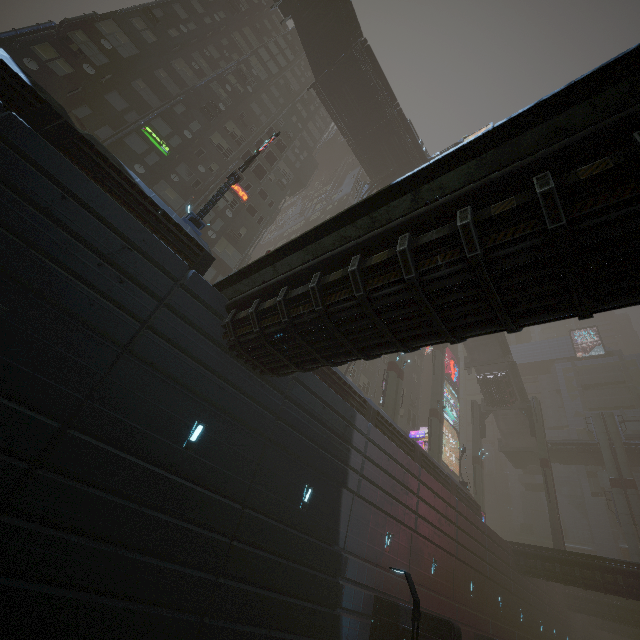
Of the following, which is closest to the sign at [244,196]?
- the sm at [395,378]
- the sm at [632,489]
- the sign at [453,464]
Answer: the sm at [395,378]

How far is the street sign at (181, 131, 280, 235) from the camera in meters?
13.4

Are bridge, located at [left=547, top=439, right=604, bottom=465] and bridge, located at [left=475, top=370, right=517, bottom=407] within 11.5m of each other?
yes

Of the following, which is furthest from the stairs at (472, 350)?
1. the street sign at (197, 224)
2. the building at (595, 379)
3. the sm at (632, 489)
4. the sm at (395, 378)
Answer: the street sign at (197, 224)

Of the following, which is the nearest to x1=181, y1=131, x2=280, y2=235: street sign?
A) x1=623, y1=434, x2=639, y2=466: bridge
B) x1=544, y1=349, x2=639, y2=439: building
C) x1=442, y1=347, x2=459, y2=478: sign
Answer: x1=442, y1=347, x2=459, y2=478: sign

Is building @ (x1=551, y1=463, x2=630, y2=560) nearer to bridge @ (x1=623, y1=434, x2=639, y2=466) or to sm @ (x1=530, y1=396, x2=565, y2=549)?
sm @ (x1=530, y1=396, x2=565, y2=549)

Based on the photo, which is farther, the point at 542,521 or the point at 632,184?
the point at 542,521

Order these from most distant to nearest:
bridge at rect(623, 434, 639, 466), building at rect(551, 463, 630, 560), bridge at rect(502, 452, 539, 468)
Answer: bridge at rect(502, 452, 539, 468) < building at rect(551, 463, 630, 560) < bridge at rect(623, 434, 639, 466)
